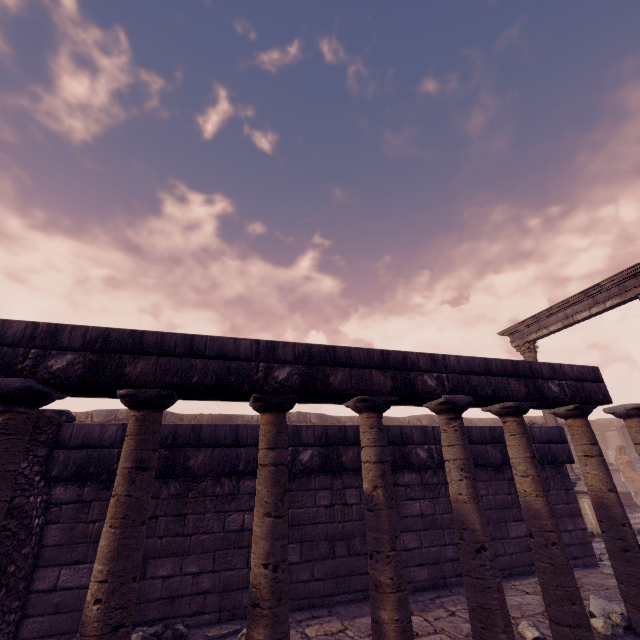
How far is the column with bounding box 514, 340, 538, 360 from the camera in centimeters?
1422cm

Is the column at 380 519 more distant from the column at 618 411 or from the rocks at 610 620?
the column at 618 411

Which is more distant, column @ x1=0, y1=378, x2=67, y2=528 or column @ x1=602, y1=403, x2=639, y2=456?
column @ x1=602, y1=403, x2=639, y2=456

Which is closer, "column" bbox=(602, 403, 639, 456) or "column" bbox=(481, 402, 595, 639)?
"column" bbox=(481, 402, 595, 639)

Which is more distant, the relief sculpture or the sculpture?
the sculpture

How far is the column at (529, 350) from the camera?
14.2m

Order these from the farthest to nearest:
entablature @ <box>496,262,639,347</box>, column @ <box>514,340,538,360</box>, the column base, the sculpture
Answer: the sculpture < column @ <box>514,340,538,360</box> < the column base < entablature @ <box>496,262,639,347</box>

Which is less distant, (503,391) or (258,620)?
(258,620)
